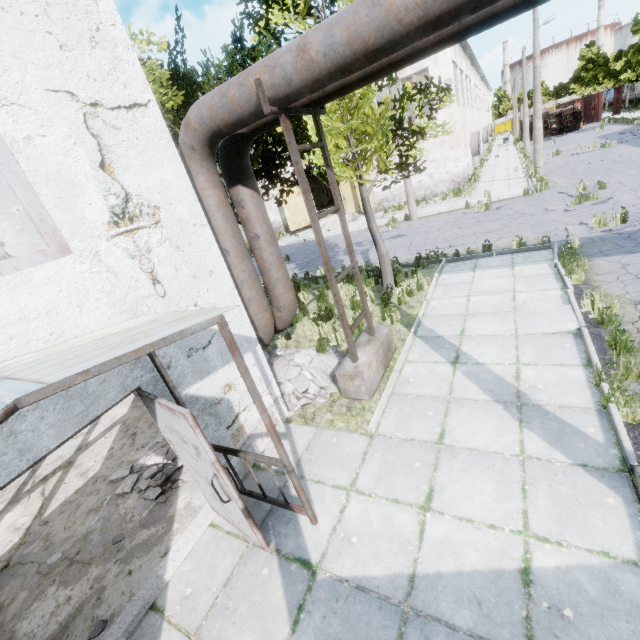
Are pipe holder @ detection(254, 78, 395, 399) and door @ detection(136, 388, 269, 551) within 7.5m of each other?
yes

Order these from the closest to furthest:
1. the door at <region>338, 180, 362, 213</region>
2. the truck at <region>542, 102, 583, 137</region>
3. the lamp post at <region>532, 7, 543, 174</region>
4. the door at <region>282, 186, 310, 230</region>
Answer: the lamp post at <region>532, 7, 543, 174</region>
the door at <region>338, 180, 362, 213</region>
the door at <region>282, 186, 310, 230</region>
the truck at <region>542, 102, 583, 137</region>

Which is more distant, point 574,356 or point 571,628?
point 574,356

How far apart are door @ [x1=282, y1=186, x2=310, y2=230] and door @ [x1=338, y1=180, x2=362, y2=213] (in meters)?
2.69

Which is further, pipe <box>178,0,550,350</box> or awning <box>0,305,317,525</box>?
pipe <box>178,0,550,350</box>

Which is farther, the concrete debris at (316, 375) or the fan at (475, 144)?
the fan at (475, 144)

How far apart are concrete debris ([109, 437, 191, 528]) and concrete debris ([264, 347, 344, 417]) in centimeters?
37cm

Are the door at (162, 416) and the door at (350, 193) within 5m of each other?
no
